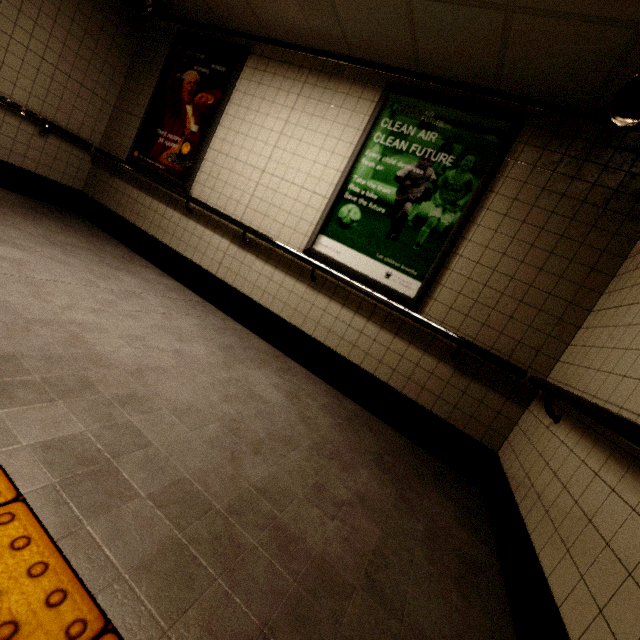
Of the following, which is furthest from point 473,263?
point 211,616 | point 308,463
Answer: point 211,616

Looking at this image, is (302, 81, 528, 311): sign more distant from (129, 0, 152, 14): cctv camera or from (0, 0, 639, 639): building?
(129, 0, 152, 14): cctv camera

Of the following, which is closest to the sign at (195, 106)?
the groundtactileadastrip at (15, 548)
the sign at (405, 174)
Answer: the sign at (405, 174)

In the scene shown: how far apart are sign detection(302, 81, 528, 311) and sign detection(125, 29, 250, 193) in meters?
1.8

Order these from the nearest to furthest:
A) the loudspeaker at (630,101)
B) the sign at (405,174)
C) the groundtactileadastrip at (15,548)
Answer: the groundtactileadastrip at (15,548)
the loudspeaker at (630,101)
the sign at (405,174)

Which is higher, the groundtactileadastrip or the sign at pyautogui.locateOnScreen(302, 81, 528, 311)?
the sign at pyautogui.locateOnScreen(302, 81, 528, 311)

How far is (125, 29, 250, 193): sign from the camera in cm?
381

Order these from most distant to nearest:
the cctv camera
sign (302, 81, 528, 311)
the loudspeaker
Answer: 1. the cctv camera
2. sign (302, 81, 528, 311)
3. the loudspeaker
